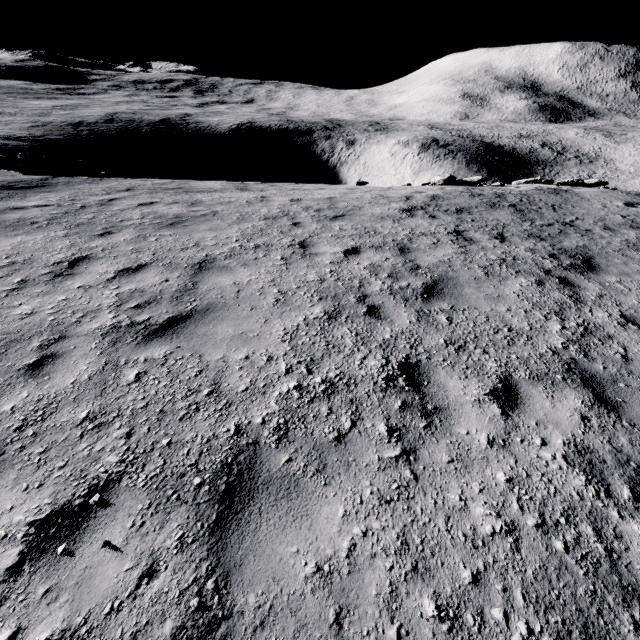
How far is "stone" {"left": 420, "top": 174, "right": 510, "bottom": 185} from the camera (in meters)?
16.27

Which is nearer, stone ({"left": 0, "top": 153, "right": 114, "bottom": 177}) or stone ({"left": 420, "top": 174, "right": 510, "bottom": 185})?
stone ({"left": 0, "top": 153, "right": 114, "bottom": 177})

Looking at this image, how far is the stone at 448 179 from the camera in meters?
16.3 m

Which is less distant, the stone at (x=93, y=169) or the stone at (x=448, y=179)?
the stone at (x=93, y=169)

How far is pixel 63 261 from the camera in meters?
5.5 m
